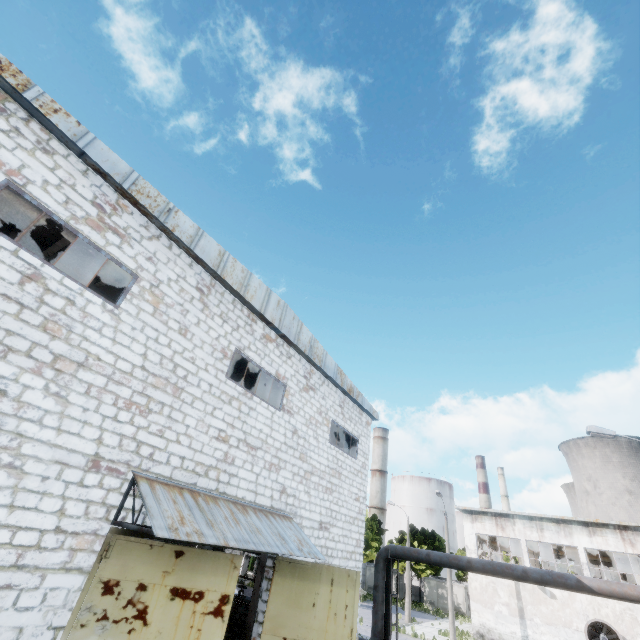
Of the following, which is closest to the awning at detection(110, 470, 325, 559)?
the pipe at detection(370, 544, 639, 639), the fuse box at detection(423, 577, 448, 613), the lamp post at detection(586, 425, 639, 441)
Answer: the pipe at detection(370, 544, 639, 639)

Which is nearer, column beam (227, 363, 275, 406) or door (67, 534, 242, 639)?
door (67, 534, 242, 639)

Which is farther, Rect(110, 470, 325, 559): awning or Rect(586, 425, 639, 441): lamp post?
Rect(586, 425, 639, 441): lamp post

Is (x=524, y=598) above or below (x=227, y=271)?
below

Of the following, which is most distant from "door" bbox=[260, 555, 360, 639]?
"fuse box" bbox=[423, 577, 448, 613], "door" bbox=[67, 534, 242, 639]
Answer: "fuse box" bbox=[423, 577, 448, 613]

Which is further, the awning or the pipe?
the pipe

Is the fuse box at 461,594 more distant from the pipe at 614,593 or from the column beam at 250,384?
the column beam at 250,384

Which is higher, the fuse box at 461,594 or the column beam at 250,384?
the column beam at 250,384
